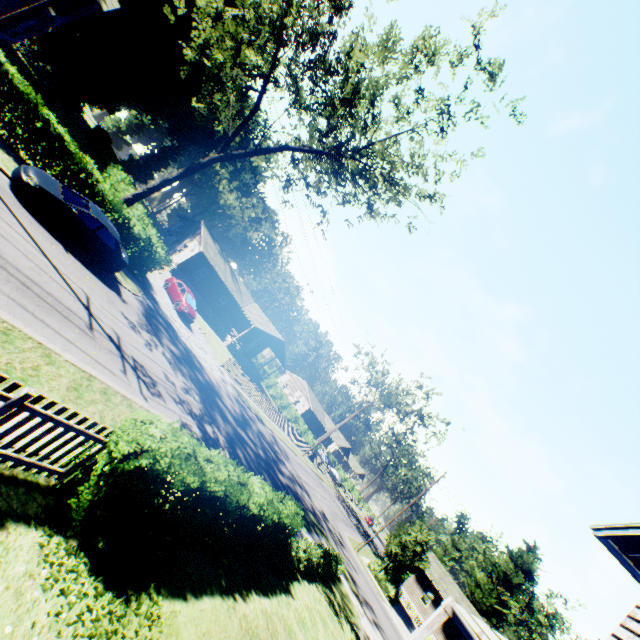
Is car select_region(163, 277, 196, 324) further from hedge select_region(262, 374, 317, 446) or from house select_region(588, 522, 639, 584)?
hedge select_region(262, 374, 317, 446)

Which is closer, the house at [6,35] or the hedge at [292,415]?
the house at [6,35]

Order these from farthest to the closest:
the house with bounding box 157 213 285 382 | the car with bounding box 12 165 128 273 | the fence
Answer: the house with bounding box 157 213 285 382, the car with bounding box 12 165 128 273, the fence

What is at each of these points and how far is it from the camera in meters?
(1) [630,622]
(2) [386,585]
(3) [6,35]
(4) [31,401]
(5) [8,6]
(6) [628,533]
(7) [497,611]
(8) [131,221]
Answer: (1) house, 5.6 m
(2) hedge, 30.0 m
(3) house, 20.9 m
(4) fence, 4.5 m
(5) house, 23.3 m
(6) house, 6.5 m
(7) plant, 45.0 m
(8) hedge, 18.2 m

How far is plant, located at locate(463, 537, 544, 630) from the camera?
44.6m

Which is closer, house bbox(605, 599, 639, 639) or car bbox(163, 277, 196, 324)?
house bbox(605, 599, 639, 639)

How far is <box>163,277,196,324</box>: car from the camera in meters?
25.1

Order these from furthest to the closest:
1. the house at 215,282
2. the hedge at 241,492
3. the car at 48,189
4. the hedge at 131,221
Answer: the house at 215,282, the hedge at 131,221, the car at 48,189, the hedge at 241,492
